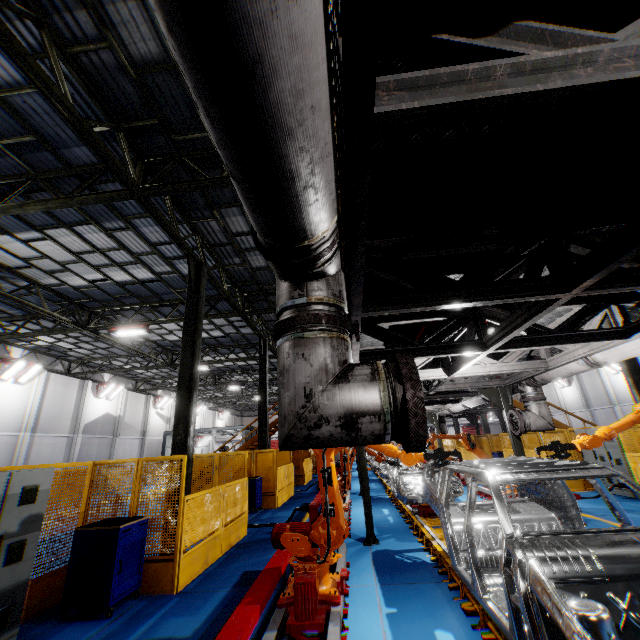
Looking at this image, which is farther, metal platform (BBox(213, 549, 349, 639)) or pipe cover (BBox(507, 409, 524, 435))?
pipe cover (BBox(507, 409, 524, 435))

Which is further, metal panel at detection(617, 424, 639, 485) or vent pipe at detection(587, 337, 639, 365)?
metal panel at detection(617, 424, 639, 485)

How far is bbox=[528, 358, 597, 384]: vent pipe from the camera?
5.9m

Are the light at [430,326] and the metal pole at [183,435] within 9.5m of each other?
yes

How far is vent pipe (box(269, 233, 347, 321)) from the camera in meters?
2.0

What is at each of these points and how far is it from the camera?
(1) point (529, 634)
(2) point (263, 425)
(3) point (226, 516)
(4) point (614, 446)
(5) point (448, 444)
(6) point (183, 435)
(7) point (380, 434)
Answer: (1) chassis, 2.7 meters
(2) metal pole, 16.2 meters
(3) metal panel, 8.1 meters
(4) cabinet, 11.0 meters
(5) metal panel, 27.8 meters
(6) metal pole, 8.4 meters
(7) vent pipe, 1.8 meters

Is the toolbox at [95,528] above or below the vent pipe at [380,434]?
below

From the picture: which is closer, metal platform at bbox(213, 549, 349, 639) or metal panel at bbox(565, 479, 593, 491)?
metal platform at bbox(213, 549, 349, 639)
